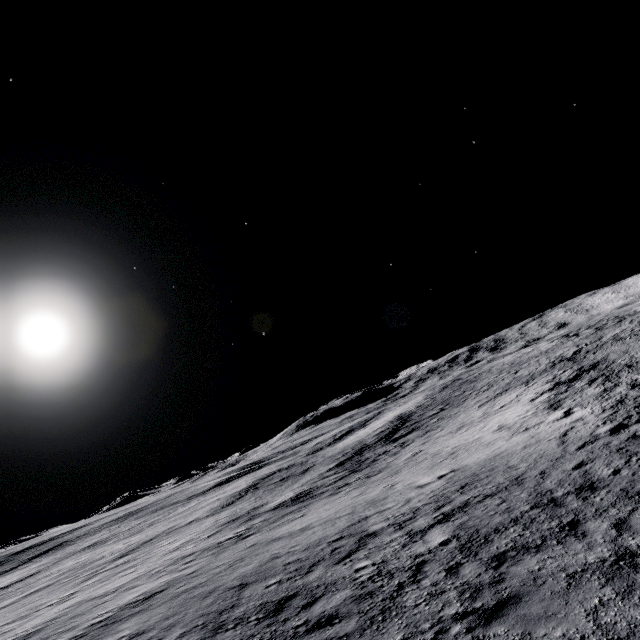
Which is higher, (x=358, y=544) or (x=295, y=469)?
(x=295, y=469)
